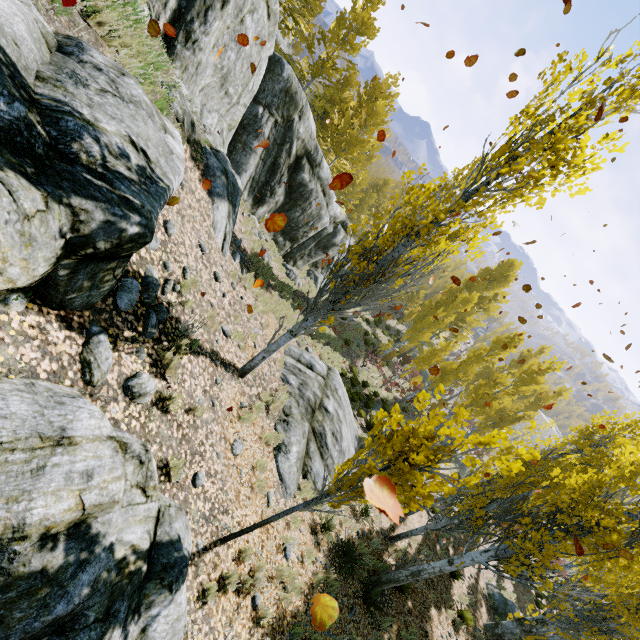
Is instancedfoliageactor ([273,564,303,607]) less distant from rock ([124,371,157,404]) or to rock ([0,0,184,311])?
rock ([0,0,184,311])

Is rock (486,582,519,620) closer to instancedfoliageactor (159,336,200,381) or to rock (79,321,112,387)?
instancedfoliageactor (159,336,200,381)

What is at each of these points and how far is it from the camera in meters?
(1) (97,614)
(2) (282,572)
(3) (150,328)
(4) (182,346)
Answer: (1) rock, 2.5
(2) instancedfoliageactor, 6.3
(3) rock, 4.7
(4) instancedfoliageactor, 5.3

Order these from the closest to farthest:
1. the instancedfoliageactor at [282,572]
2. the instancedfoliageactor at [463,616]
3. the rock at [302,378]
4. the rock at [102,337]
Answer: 1. the rock at [102,337]
2. the instancedfoliageactor at [282,572]
3. the rock at [302,378]
4. the instancedfoliageactor at [463,616]

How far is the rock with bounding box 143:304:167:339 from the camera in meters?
4.7

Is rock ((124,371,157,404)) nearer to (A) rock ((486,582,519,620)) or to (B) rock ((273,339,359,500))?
(B) rock ((273,339,359,500))

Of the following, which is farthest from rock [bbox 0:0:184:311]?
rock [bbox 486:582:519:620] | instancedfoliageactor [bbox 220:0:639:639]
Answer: rock [bbox 486:582:519:620]

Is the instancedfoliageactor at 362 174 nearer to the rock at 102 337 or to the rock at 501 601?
the rock at 102 337
